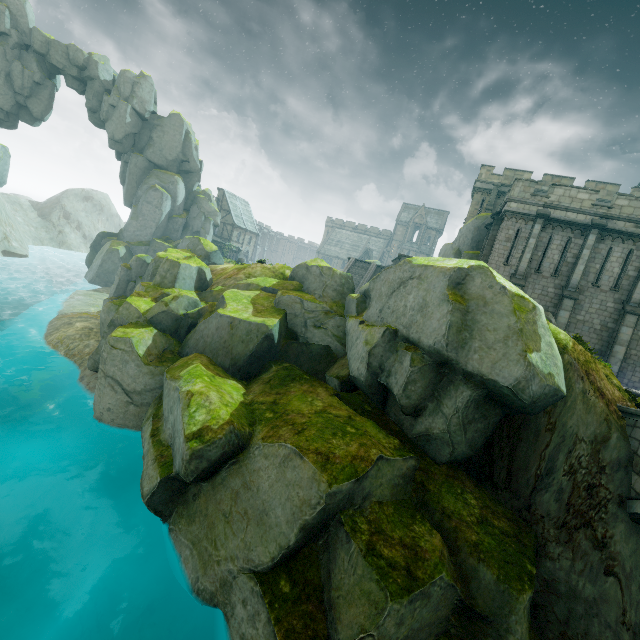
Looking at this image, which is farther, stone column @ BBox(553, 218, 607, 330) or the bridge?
stone column @ BBox(553, 218, 607, 330)

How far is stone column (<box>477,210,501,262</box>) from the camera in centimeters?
2286cm

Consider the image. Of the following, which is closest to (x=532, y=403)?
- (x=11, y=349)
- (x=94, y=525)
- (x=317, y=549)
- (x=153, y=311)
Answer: (x=317, y=549)

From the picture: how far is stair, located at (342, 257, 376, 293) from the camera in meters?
34.2 m

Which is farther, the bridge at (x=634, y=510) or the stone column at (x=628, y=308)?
the stone column at (x=628, y=308)

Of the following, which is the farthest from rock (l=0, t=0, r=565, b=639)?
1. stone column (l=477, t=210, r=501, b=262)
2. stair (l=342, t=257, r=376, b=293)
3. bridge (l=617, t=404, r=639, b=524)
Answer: stair (l=342, t=257, r=376, b=293)

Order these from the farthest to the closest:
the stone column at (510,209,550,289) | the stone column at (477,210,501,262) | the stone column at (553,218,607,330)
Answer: the stone column at (477,210,501,262), the stone column at (510,209,550,289), the stone column at (553,218,607,330)

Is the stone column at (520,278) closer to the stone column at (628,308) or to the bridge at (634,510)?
the stone column at (628,308)
